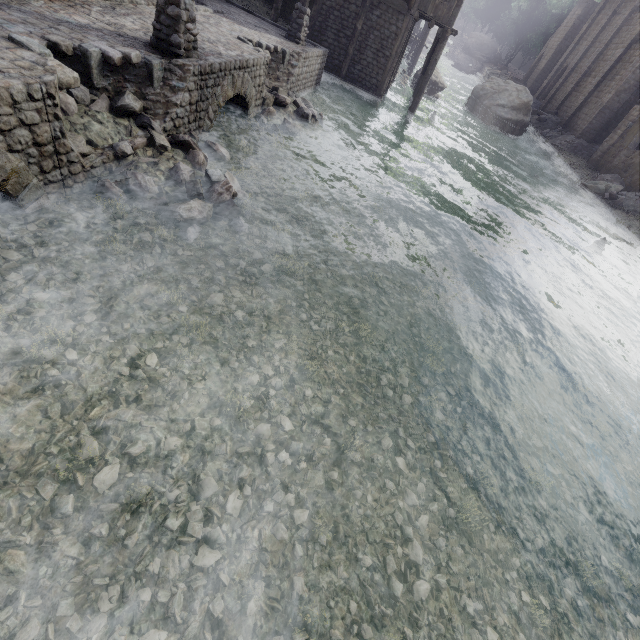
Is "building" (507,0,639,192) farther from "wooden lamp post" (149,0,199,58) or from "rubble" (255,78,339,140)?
"rubble" (255,78,339,140)

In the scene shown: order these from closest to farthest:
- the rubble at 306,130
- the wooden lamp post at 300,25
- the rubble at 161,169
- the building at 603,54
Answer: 1. the rubble at 161,169
2. the rubble at 306,130
3. the wooden lamp post at 300,25
4. the building at 603,54

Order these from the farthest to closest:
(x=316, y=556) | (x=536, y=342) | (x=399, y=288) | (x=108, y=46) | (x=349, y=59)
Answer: (x=349, y=59) < (x=536, y=342) < (x=399, y=288) < (x=108, y=46) < (x=316, y=556)

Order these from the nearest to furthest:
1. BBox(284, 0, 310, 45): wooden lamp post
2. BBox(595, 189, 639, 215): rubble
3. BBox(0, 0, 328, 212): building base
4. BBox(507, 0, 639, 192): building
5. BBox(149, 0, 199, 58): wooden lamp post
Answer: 1. BBox(0, 0, 328, 212): building base
2. BBox(149, 0, 199, 58): wooden lamp post
3. BBox(284, 0, 310, 45): wooden lamp post
4. BBox(595, 189, 639, 215): rubble
5. BBox(507, 0, 639, 192): building

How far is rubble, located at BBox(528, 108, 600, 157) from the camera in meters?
30.3 m

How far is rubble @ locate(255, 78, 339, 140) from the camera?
11.2m

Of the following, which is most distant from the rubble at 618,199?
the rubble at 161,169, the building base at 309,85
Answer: the rubble at 161,169

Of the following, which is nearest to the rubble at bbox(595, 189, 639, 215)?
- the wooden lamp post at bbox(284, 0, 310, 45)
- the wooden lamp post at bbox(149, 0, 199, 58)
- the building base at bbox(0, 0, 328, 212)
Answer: the building base at bbox(0, 0, 328, 212)
